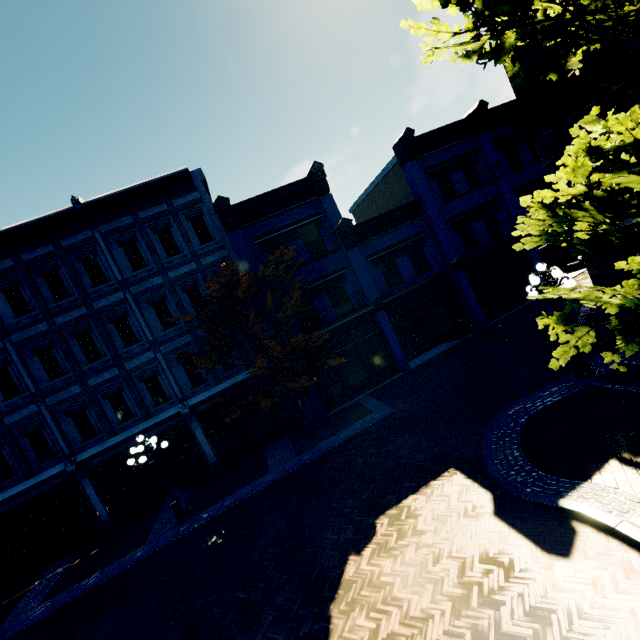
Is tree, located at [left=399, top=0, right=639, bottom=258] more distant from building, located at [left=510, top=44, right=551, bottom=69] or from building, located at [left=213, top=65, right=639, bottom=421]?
building, located at [left=510, top=44, right=551, bottom=69]

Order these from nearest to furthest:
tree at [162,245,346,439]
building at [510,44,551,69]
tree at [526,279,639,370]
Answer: tree at [526,279,639,370] → building at [510,44,551,69] → tree at [162,245,346,439]

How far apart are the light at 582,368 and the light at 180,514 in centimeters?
1331cm

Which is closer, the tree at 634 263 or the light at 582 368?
the tree at 634 263

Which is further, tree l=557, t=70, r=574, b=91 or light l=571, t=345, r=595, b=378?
light l=571, t=345, r=595, b=378

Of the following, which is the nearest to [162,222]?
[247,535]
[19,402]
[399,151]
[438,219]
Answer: [19,402]

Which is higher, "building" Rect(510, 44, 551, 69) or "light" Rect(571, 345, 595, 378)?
"building" Rect(510, 44, 551, 69)

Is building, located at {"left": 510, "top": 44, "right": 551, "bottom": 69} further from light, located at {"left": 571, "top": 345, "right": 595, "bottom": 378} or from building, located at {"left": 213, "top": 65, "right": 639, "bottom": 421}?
light, located at {"left": 571, "top": 345, "right": 595, "bottom": 378}
